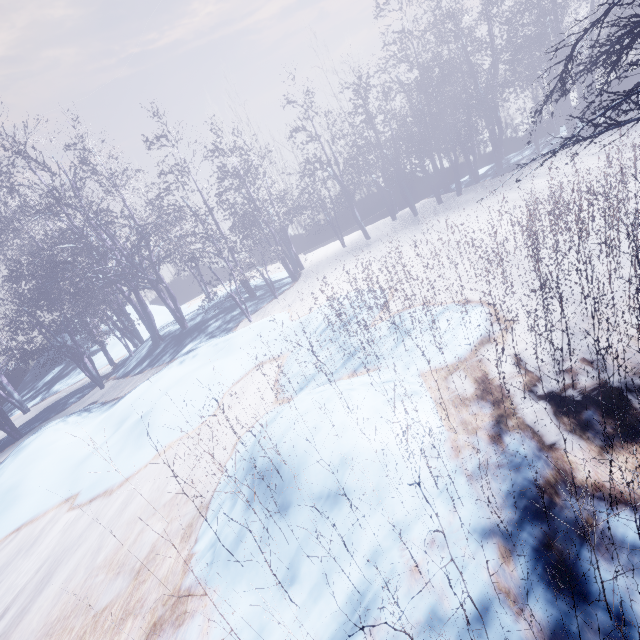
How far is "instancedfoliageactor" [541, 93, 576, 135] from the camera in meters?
13.3

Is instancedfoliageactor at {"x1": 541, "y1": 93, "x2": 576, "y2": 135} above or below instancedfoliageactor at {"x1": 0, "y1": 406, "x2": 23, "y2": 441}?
above

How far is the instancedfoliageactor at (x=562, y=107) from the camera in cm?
1332

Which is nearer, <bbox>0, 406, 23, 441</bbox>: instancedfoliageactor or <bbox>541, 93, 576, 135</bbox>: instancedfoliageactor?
<bbox>0, 406, 23, 441</bbox>: instancedfoliageactor

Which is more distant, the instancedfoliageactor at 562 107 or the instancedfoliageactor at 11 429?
the instancedfoliageactor at 562 107

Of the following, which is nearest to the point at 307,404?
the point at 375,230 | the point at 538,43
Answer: the point at 375,230
